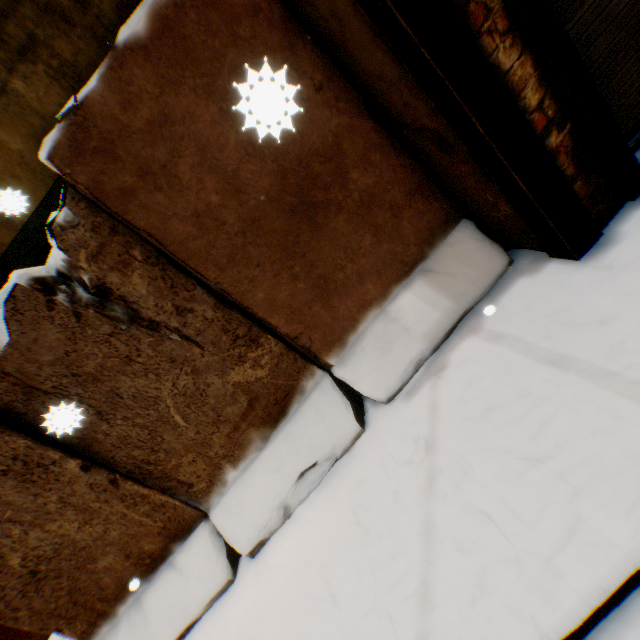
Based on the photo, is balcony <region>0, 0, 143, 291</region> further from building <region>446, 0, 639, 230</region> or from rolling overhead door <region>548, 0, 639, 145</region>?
rolling overhead door <region>548, 0, 639, 145</region>

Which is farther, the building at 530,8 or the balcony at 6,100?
the balcony at 6,100

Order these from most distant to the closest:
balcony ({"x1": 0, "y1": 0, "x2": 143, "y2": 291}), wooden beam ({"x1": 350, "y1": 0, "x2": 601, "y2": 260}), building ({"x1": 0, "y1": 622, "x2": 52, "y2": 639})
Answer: building ({"x1": 0, "y1": 622, "x2": 52, "y2": 639}) < balcony ({"x1": 0, "y1": 0, "x2": 143, "y2": 291}) < wooden beam ({"x1": 350, "y1": 0, "x2": 601, "y2": 260})

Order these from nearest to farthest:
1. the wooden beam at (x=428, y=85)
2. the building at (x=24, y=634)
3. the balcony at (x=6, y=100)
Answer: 1. the wooden beam at (x=428, y=85)
2. the balcony at (x=6, y=100)
3. the building at (x=24, y=634)

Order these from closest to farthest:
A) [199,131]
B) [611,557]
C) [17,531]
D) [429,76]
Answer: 1. [611,557]
2. [429,76]
3. [199,131]
4. [17,531]

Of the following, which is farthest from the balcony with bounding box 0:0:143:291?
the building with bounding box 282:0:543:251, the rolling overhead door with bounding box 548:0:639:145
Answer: the rolling overhead door with bounding box 548:0:639:145
